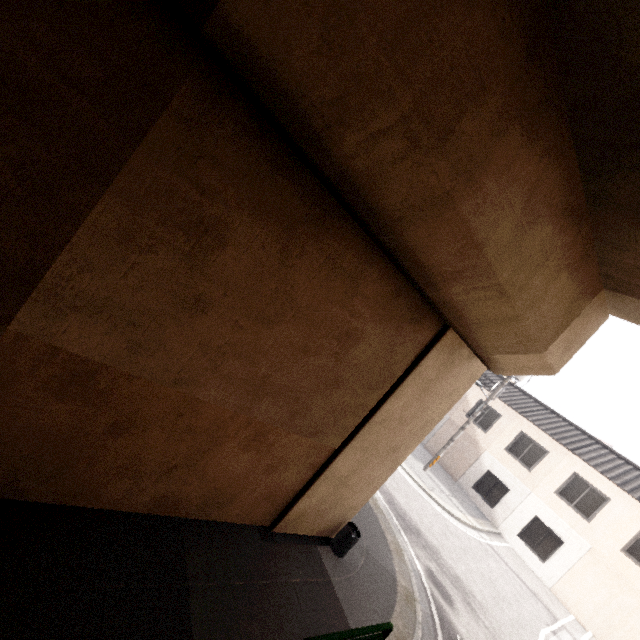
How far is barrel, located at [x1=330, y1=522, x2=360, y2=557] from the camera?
6.7 meters

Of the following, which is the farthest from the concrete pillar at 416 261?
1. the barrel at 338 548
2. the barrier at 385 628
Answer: the barrier at 385 628

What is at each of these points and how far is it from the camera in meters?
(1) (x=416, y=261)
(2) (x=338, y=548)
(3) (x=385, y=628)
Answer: (1) concrete pillar, 4.1
(2) barrel, 6.7
(3) barrier, 4.4

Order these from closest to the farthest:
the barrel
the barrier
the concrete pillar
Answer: the concrete pillar → the barrier → the barrel

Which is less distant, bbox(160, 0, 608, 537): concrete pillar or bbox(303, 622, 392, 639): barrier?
bbox(160, 0, 608, 537): concrete pillar

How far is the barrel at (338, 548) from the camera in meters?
6.7 m

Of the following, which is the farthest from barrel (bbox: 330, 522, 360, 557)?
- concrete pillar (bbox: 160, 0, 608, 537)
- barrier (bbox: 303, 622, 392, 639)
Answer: barrier (bbox: 303, 622, 392, 639)
